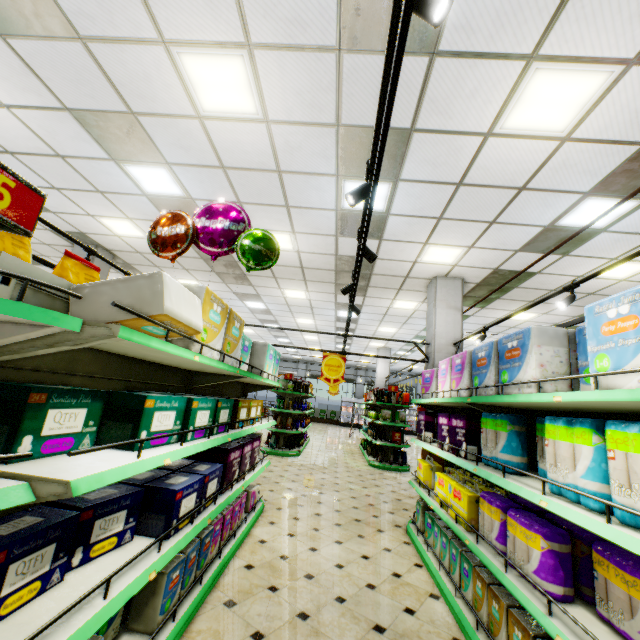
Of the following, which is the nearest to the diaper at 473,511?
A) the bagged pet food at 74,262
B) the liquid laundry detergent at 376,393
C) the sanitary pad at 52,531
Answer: the sanitary pad at 52,531

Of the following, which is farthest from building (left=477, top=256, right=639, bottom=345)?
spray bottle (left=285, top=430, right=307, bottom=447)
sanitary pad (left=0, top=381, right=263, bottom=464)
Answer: sanitary pad (left=0, top=381, right=263, bottom=464)

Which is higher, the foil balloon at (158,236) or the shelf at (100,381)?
the foil balloon at (158,236)

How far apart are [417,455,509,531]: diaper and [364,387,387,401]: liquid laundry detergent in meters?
6.4

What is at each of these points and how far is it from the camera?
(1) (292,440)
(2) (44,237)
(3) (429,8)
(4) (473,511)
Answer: (1) spray bottle, 10.4 meters
(2) building, 8.3 meters
(3) light truss, 1.1 meters
(4) diaper, 2.9 meters

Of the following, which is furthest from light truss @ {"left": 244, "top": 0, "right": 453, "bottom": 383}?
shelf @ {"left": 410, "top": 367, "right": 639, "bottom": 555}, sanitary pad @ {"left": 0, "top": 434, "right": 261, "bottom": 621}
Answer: sanitary pad @ {"left": 0, "top": 434, "right": 261, "bottom": 621}

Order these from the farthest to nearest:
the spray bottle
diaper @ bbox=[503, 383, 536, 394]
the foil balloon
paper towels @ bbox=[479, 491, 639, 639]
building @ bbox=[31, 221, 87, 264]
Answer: the spray bottle
building @ bbox=[31, 221, 87, 264]
the foil balloon
diaper @ bbox=[503, 383, 536, 394]
paper towels @ bbox=[479, 491, 639, 639]

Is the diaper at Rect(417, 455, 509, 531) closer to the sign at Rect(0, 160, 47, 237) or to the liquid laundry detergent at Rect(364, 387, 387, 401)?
the sign at Rect(0, 160, 47, 237)
